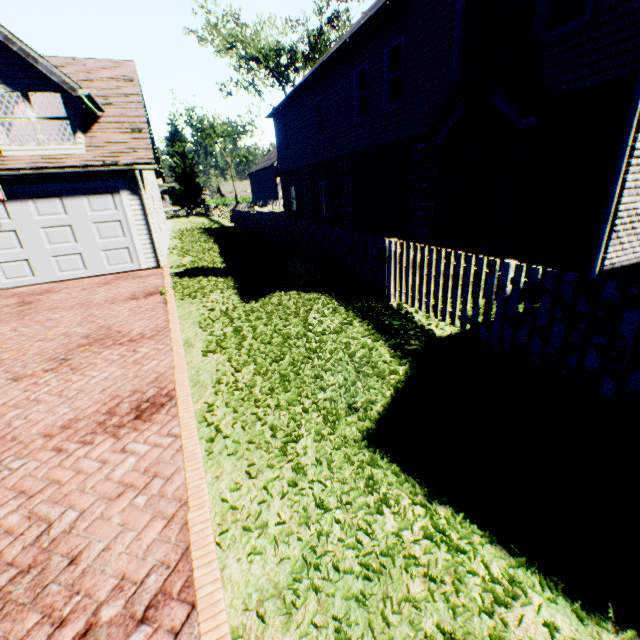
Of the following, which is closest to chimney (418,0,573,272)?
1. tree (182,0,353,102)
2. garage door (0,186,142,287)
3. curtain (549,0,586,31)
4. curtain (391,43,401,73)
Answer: curtain (549,0,586,31)

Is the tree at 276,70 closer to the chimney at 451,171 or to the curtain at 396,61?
the chimney at 451,171

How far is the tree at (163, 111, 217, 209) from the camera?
42.7 meters

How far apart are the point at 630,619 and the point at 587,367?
2.2 meters

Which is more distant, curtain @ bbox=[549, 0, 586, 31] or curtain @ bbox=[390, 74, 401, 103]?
curtain @ bbox=[390, 74, 401, 103]

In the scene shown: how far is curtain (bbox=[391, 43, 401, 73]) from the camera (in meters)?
9.81

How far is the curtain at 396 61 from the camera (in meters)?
9.81
